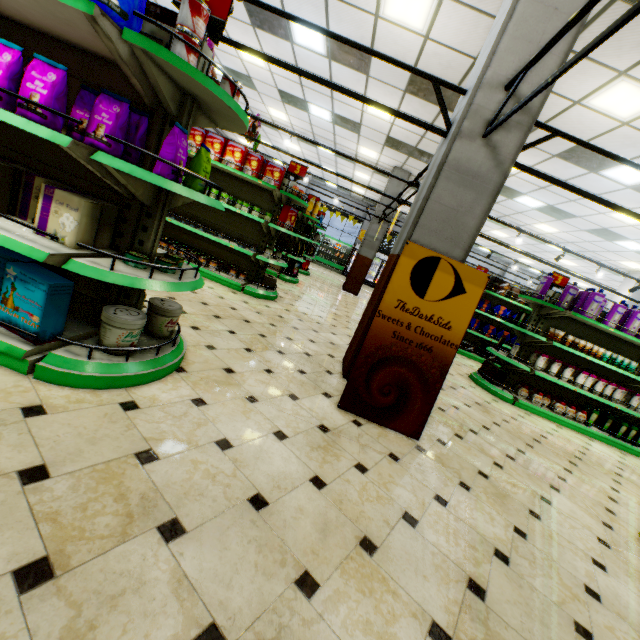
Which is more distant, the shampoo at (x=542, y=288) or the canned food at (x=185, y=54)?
the shampoo at (x=542, y=288)

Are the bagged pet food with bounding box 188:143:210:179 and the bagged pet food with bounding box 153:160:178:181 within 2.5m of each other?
yes

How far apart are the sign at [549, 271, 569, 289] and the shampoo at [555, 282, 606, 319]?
0.11m

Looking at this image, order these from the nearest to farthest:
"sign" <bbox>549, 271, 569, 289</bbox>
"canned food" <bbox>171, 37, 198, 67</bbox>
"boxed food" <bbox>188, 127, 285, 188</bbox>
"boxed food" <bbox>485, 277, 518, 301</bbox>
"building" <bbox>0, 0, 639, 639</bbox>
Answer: "building" <bbox>0, 0, 639, 639</bbox> → "canned food" <bbox>171, 37, 198, 67</bbox> → "boxed food" <bbox>188, 127, 285, 188</bbox> → "sign" <bbox>549, 271, 569, 289</bbox> → "boxed food" <bbox>485, 277, 518, 301</bbox>

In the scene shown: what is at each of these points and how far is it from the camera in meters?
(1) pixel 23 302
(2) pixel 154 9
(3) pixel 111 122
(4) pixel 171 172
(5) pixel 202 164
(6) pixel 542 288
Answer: (1) boxed pet food, 1.9 m
(2) boxed food, 2.1 m
(3) bagged pet food, 1.8 m
(4) bagged pet food, 1.9 m
(5) bagged pet food, 2.2 m
(6) shampoo, 5.8 m

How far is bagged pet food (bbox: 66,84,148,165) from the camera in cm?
180

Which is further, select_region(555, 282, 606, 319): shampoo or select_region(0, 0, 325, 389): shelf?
select_region(555, 282, 606, 319): shampoo

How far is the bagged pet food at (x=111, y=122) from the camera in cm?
180
